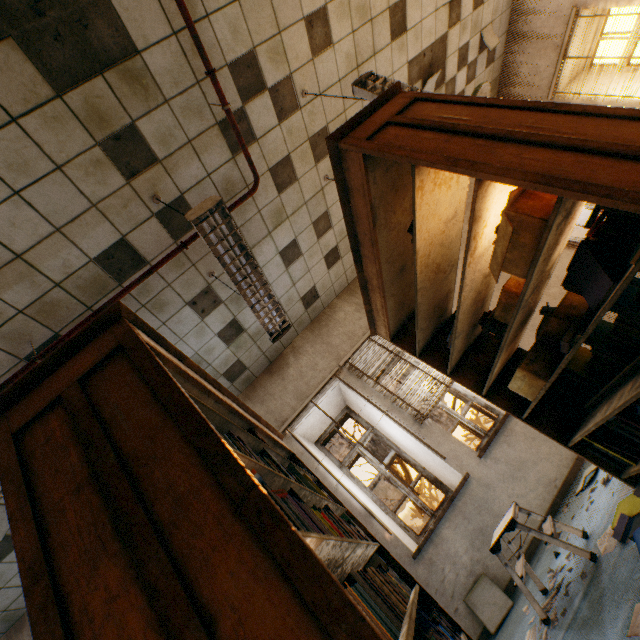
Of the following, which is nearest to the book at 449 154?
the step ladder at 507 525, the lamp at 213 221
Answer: the step ladder at 507 525

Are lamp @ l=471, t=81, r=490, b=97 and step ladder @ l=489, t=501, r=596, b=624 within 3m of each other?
no

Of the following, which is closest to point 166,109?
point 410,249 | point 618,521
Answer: point 410,249

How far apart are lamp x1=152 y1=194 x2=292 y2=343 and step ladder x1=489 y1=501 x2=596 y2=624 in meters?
2.4 m

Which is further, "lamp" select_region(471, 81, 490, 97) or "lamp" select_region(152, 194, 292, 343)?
"lamp" select_region(471, 81, 490, 97)

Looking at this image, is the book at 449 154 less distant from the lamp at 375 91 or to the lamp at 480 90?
the lamp at 375 91

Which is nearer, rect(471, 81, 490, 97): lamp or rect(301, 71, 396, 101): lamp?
rect(301, 71, 396, 101): lamp

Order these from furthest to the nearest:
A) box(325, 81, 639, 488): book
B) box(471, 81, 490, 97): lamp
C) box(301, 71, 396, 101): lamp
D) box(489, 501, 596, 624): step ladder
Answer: box(471, 81, 490, 97): lamp, box(301, 71, 396, 101): lamp, box(489, 501, 596, 624): step ladder, box(325, 81, 639, 488): book
